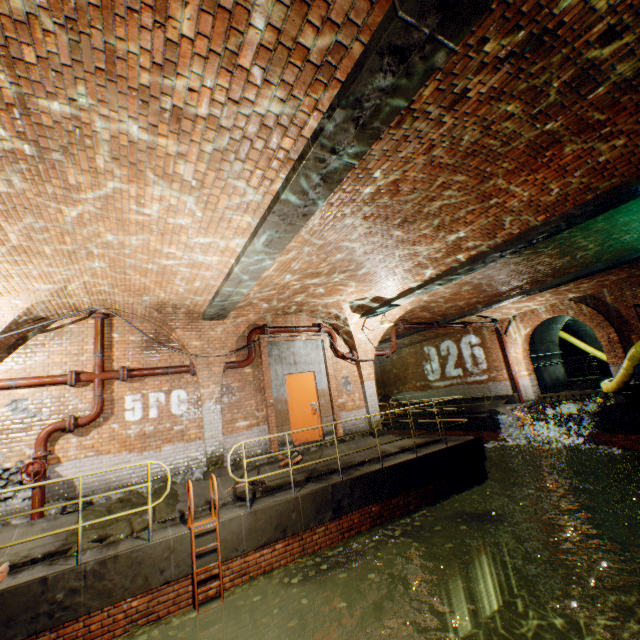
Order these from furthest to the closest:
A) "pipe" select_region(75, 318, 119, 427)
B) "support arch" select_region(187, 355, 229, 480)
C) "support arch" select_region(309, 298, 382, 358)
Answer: "support arch" select_region(309, 298, 382, 358) → "support arch" select_region(187, 355, 229, 480) → "pipe" select_region(75, 318, 119, 427)

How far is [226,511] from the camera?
6.6m

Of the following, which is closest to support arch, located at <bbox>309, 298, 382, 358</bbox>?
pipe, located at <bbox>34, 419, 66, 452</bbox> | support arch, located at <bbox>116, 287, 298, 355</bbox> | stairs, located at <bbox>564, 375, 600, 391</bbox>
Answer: support arch, located at <bbox>116, 287, 298, 355</bbox>

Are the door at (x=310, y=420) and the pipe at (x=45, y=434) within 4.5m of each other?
no

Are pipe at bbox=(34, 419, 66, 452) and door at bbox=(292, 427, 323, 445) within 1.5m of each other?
no

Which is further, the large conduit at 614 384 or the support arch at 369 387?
the support arch at 369 387

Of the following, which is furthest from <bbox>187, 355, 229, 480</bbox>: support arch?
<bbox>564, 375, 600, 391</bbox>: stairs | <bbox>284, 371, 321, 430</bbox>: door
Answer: <bbox>564, 375, 600, 391</bbox>: stairs

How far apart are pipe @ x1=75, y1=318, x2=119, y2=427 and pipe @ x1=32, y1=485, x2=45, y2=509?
1.11m
